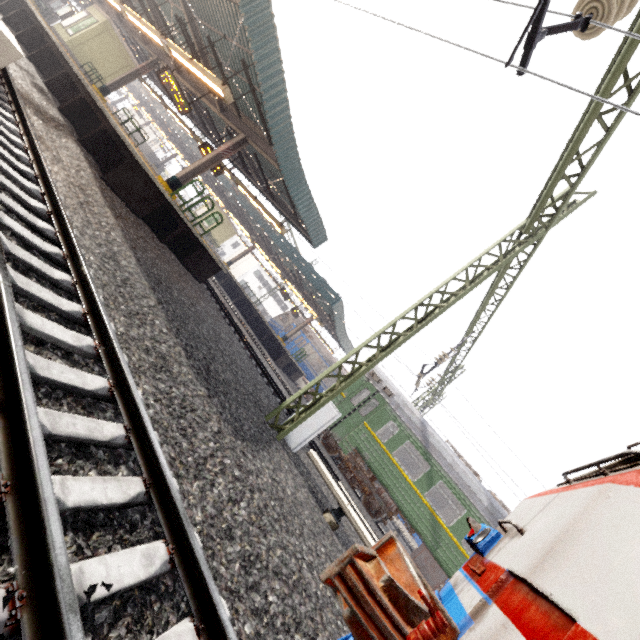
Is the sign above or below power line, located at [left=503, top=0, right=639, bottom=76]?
below

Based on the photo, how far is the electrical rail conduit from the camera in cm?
596

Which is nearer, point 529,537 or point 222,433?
point 529,537

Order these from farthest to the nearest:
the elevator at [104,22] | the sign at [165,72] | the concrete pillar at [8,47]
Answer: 1. the elevator at [104,22]
2. the sign at [165,72]
3. the concrete pillar at [8,47]

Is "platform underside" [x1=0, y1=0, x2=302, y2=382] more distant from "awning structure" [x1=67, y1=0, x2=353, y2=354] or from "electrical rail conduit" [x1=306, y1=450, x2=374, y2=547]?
"electrical rail conduit" [x1=306, y1=450, x2=374, y2=547]

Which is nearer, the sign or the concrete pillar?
the concrete pillar

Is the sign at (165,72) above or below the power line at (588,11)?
below

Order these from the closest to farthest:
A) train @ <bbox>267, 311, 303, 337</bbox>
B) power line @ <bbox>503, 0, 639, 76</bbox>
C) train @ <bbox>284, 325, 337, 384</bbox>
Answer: power line @ <bbox>503, 0, 639, 76</bbox>
train @ <bbox>284, 325, 337, 384</bbox>
train @ <bbox>267, 311, 303, 337</bbox>
